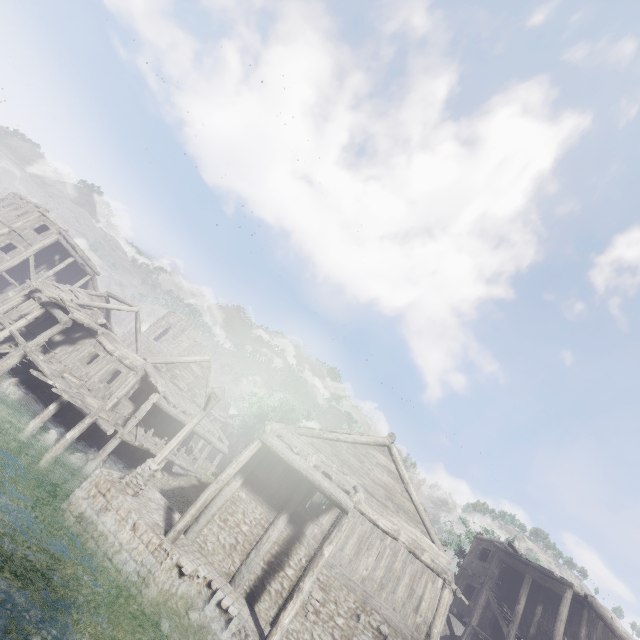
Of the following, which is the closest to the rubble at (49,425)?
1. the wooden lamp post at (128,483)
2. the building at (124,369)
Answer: the building at (124,369)

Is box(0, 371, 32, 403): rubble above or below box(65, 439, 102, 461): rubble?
below

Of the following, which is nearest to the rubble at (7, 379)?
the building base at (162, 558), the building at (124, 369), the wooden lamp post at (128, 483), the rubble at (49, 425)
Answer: the rubble at (49, 425)

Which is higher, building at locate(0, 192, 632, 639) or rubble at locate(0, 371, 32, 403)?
building at locate(0, 192, 632, 639)

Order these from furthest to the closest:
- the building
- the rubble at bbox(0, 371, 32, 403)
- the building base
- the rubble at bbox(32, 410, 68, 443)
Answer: the rubble at bbox(0, 371, 32, 403) < the rubble at bbox(32, 410, 68, 443) < the building < the building base

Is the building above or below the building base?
above

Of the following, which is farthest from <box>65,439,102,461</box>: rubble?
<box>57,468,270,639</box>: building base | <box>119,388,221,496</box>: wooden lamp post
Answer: <box>119,388,221,496</box>: wooden lamp post

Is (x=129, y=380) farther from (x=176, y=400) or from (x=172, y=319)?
(x=172, y=319)
